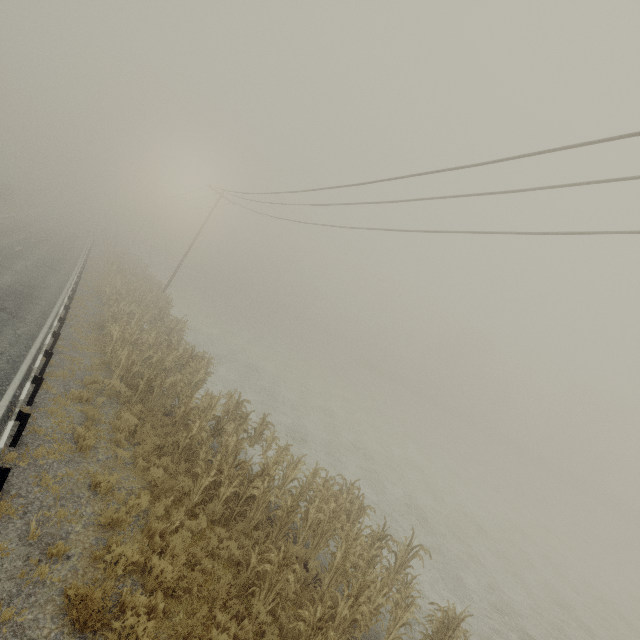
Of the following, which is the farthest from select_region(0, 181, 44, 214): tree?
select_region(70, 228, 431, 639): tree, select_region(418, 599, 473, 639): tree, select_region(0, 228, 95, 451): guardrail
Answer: select_region(418, 599, 473, 639): tree

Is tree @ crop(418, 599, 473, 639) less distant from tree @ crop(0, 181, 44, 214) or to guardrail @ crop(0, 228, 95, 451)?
guardrail @ crop(0, 228, 95, 451)

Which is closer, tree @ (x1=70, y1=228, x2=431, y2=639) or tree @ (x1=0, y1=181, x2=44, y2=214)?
tree @ (x1=70, y1=228, x2=431, y2=639)

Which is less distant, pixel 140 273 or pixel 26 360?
pixel 26 360

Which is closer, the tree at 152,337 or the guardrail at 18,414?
the tree at 152,337

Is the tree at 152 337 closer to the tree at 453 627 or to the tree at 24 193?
the tree at 453 627

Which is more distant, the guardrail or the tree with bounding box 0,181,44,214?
the tree with bounding box 0,181,44,214

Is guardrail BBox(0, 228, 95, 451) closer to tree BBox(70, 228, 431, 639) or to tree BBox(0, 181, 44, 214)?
tree BBox(70, 228, 431, 639)
